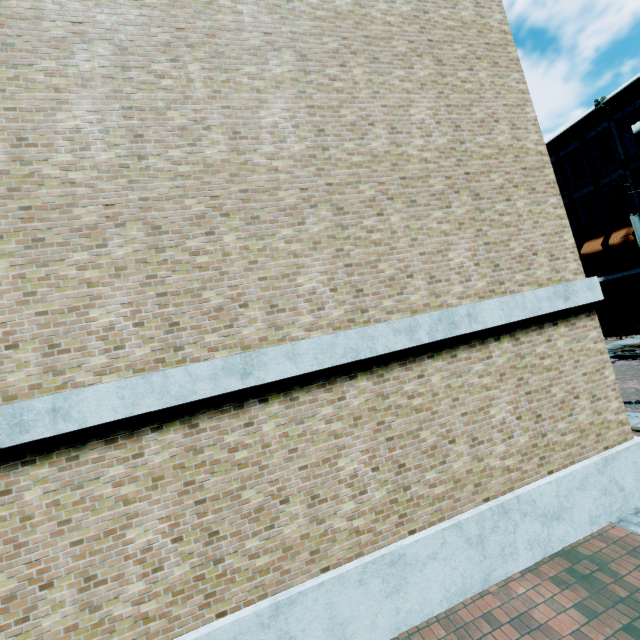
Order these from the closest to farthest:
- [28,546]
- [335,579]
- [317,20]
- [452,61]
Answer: [28,546], [335,579], [317,20], [452,61]
